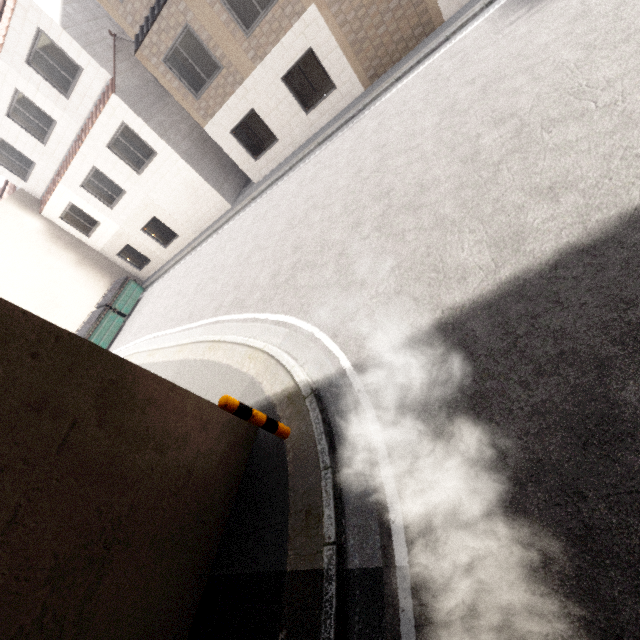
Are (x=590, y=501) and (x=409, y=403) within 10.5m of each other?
yes

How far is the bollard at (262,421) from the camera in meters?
3.7 m

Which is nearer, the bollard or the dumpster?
the bollard

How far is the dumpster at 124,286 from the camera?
15.2m

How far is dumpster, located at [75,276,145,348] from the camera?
15.25m

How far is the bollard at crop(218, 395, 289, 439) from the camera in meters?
3.7
